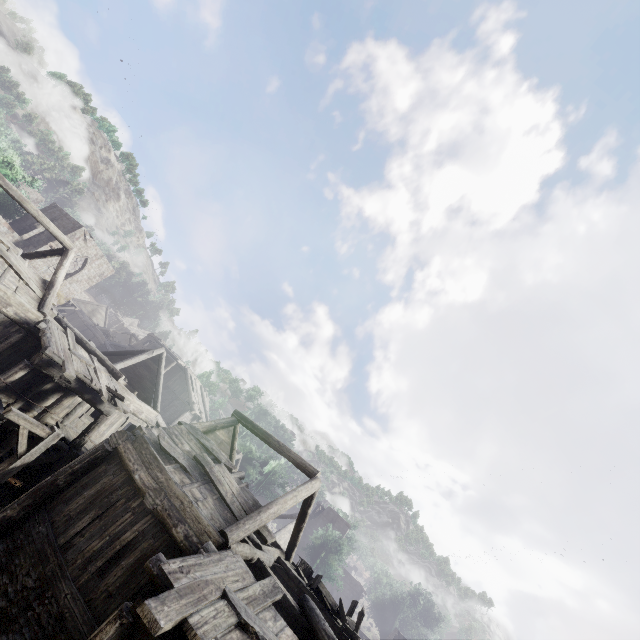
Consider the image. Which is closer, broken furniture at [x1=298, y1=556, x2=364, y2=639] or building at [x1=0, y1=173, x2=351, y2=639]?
building at [x1=0, y1=173, x2=351, y2=639]

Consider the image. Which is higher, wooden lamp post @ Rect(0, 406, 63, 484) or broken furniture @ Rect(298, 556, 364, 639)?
broken furniture @ Rect(298, 556, 364, 639)

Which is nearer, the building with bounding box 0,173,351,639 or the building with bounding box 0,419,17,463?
the building with bounding box 0,173,351,639

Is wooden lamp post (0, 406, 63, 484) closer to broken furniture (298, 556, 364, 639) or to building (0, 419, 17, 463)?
building (0, 419, 17, 463)

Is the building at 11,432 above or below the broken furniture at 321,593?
below

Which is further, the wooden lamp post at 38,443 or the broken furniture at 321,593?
the broken furniture at 321,593

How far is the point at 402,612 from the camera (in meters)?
47.62

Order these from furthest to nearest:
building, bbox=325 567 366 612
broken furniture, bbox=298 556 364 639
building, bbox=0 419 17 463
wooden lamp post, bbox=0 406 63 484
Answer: building, bbox=325 567 366 612
building, bbox=0 419 17 463
broken furniture, bbox=298 556 364 639
wooden lamp post, bbox=0 406 63 484
